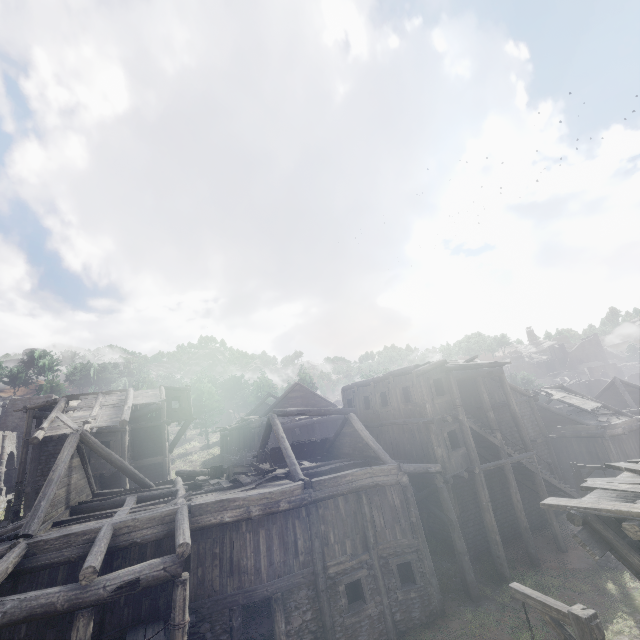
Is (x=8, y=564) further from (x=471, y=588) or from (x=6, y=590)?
(x=471, y=588)

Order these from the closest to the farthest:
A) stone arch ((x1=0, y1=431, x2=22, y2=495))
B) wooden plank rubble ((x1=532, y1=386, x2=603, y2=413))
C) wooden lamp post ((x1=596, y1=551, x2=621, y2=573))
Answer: wooden lamp post ((x1=596, y1=551, x2=621, y2=573)) → wooden plank rubble ((x1=532, y1=386, x2=603, y2=413)) → stone arch ((x1=0, y1=431, x2=22, y2=495))

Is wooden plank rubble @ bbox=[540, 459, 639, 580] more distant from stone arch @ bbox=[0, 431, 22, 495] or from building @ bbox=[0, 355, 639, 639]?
stone arch @ bbox=[0, 431, 22, 495]

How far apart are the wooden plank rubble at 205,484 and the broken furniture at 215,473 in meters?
0.0

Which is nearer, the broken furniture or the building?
the building

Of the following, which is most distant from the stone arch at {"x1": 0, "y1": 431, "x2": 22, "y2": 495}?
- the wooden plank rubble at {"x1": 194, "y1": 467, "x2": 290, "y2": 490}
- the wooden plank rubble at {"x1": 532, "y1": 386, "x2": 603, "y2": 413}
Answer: the wooden plank rubble at {"x1": 532, "y1": 386, "x2": 603, "y2": 413}

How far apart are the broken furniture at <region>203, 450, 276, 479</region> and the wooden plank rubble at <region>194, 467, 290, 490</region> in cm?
1

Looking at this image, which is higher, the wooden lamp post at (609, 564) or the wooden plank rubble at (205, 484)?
the wooden plank rubble at (205, 484)
